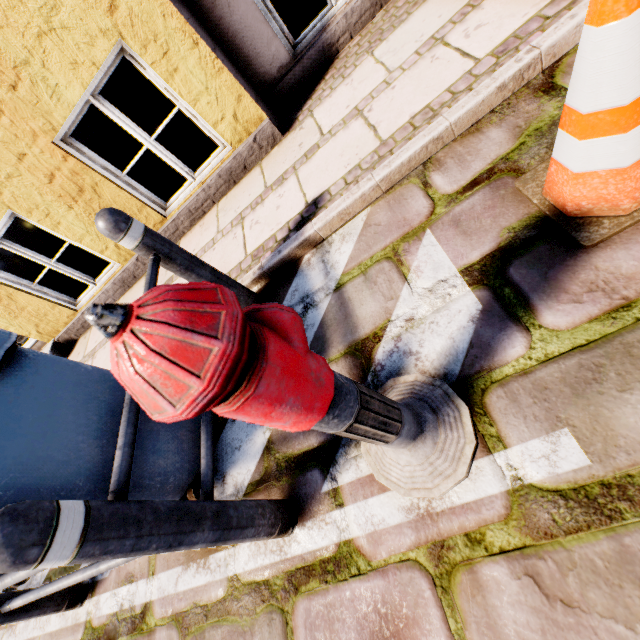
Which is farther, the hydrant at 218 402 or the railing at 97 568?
the railing at 97 568

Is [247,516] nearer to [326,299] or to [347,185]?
[326,299]

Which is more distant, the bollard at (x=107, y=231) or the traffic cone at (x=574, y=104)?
the bollard at (x=107, y=231)

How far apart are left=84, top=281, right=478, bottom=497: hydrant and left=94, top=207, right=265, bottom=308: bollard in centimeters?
118cm

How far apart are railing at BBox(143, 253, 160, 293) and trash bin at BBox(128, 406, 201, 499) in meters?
0.5 m

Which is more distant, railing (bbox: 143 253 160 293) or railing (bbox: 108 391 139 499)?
railing (bbox: 143 253 160 293)

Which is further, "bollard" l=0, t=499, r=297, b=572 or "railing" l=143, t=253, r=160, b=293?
"railing" l=143, t=253, r=160, b=293

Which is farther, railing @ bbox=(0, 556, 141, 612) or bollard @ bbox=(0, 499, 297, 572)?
railing @ bbox=(0, 556, 141, 612)
